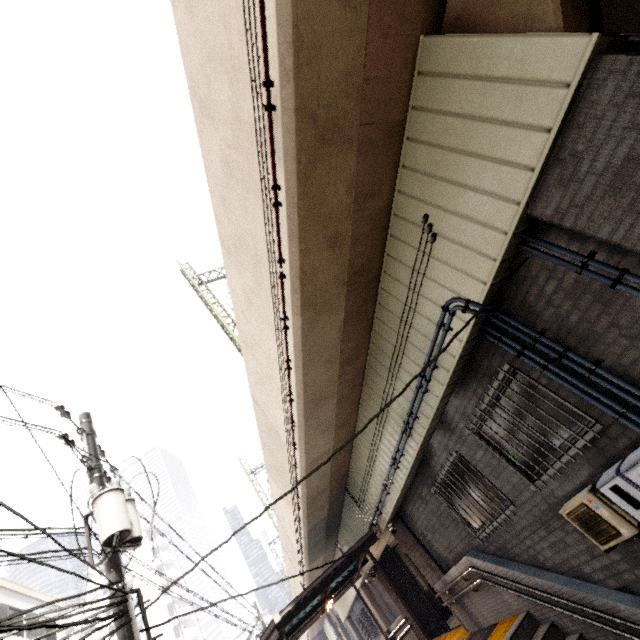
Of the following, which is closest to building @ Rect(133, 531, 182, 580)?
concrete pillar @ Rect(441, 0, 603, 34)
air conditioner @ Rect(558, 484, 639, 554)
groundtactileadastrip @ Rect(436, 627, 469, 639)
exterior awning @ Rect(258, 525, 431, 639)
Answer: exterior awning @ Rect(258, 525, 431, 639)

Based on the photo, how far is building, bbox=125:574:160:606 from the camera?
50.2 meters

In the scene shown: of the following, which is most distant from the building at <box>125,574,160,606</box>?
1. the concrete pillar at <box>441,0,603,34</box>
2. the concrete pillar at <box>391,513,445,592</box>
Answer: A: the concrete pillar at <box>441,0,603,34</box>

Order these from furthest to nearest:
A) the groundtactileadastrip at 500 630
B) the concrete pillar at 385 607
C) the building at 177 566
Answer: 1. the building at 177 566
2. the concrete pillar at 385 607
3. the groundtactileadastrip at 500 630

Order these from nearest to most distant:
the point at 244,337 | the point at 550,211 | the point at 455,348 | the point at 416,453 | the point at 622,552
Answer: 1. the point at 550,211
2. the point at 622,552
3. the point at 455,348
4. the point at 416,453
5. the point at 244,337

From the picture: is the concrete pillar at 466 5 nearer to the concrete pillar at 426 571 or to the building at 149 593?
the concrete pillar at 426 571

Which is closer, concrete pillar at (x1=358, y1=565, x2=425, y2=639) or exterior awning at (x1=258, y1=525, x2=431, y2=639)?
exterior awning at (x1=258, y1=525, x2=431, y2=639)

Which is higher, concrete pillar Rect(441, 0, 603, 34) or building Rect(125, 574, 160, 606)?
building Rect(125, 574, 160, 606)
